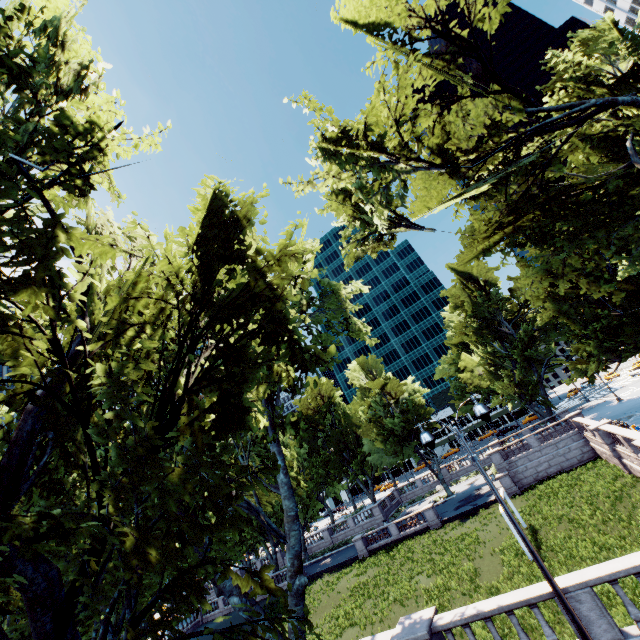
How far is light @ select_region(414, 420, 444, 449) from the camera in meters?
10.0 m

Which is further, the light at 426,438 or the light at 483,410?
the light at 426,438

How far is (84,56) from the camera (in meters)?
11.53

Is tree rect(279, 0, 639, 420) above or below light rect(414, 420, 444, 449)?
above

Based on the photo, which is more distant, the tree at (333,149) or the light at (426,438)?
the tree at (333,149)

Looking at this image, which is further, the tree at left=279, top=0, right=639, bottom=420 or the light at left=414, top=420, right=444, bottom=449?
the tree at left=279, top=0, right=639, bottom=420

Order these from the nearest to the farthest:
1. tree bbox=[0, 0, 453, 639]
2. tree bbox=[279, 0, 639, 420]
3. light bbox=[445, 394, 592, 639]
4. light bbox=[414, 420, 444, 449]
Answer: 1. tree bbox=[0, 0, 453, 639]
2. light bbox=[445, 394, 592, 639]
3. light bbox=[414, 420, 444, 449]
4. tree bbox=[279, 0, 639, 420]
